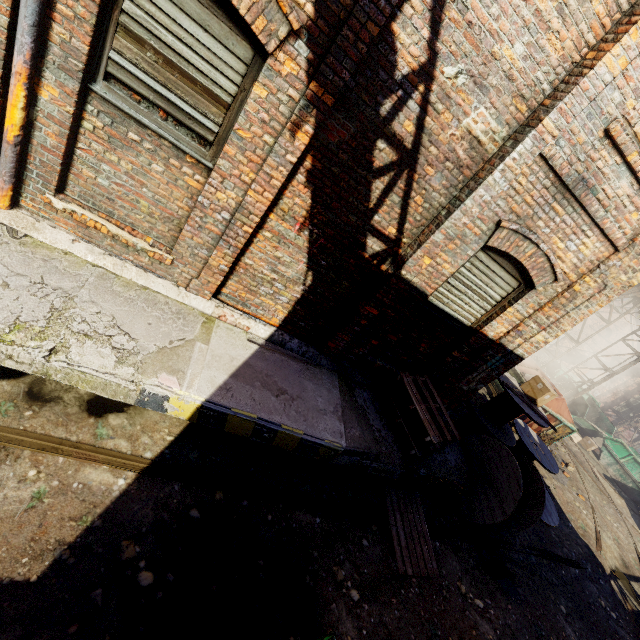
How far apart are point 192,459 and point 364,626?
2.8 meters

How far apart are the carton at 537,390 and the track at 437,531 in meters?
3.6

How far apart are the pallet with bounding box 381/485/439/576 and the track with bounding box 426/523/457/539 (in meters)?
0.04

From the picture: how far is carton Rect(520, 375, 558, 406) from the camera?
7.4m

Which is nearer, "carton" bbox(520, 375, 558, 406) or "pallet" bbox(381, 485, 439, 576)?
"pallet" bbox(381, 485, 439, 576)

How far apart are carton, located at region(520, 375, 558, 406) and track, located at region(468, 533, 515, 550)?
3.0 meters

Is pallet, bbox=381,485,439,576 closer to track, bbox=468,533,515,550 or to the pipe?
track, bbox=468,533,515,550

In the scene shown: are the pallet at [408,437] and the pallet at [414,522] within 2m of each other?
yes
